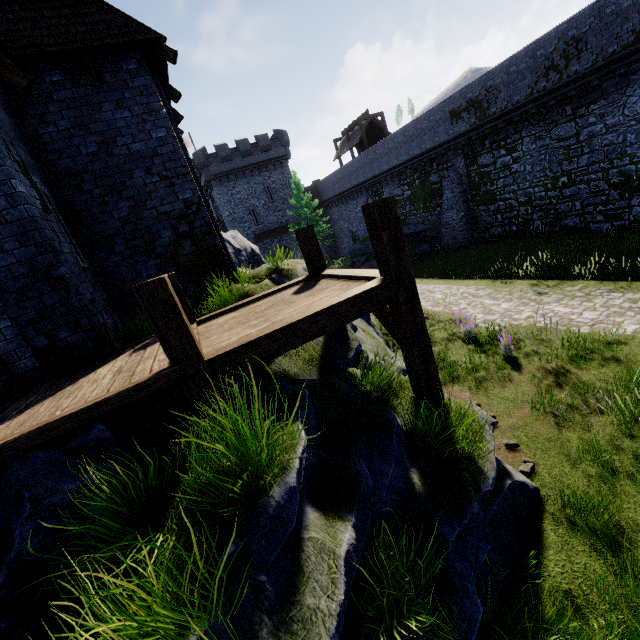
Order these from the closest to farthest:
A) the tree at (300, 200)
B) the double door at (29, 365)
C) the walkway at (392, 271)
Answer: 1. the walkway at (392, 271)
2. the double door at (29, 365)
3. the tree at (300, 200)

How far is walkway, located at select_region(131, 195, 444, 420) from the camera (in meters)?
3.48

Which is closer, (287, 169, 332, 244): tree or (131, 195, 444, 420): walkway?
(131, 195, 444, 420): walkway

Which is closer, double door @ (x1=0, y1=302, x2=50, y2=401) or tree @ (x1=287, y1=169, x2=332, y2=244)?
double door @ (x1=0, y1=302, x2=50, y2=401)

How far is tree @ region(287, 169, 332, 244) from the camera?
33.34m

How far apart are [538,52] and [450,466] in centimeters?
2238cm

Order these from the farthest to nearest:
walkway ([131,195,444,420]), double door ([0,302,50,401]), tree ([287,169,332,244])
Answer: tree ([287,169,332,244]) → double door ([0,302,50,401]) → walkway ([131,195,444,420])

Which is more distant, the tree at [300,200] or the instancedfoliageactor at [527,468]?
the tree at [300,200]
